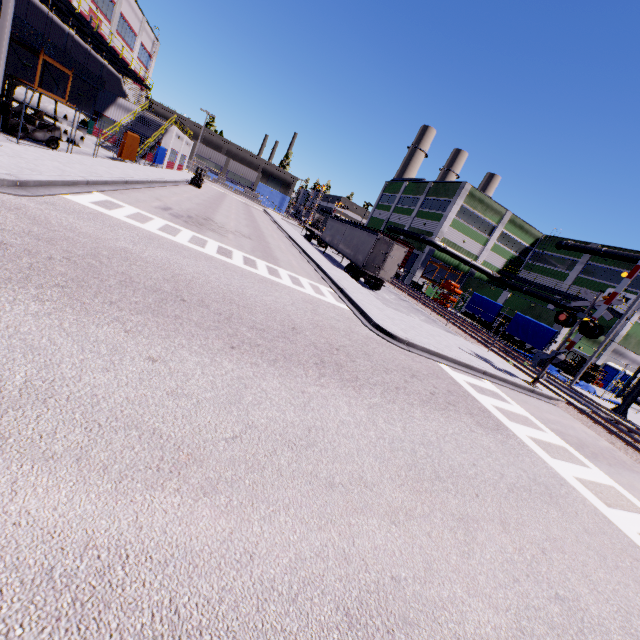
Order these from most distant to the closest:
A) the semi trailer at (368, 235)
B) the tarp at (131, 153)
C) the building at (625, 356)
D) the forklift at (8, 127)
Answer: the building at (625, 356)
the semi trailer at (368, 235)
the tarp at (131, 153)
the forklift at (8, 127)

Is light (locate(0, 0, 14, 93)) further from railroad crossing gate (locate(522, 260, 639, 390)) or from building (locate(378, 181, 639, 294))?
railroad crossing gate (locate(522, 260, 639, 390))

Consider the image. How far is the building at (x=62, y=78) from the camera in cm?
2670

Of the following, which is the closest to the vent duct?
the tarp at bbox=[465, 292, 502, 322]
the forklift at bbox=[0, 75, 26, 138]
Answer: the tarp at bbox=[465, 292, 502, 322]

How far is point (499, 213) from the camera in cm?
4403

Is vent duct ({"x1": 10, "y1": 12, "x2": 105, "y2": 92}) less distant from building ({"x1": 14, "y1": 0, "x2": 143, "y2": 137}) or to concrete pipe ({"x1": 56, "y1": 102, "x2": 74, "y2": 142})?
building ({"x1": 14, "y1": 0, "x2": 143, "y2": 137})

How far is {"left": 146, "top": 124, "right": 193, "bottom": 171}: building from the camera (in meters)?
37.62

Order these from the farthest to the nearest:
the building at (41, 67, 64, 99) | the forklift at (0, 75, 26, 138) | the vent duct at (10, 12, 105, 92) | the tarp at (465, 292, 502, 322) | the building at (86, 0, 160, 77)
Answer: the building at (86, 0, 160, 77)
the tarp at (465, 292, 502, 322)
the building at (41, 67, 64, 99)
the vent duct at (10, 12, 105, 92)
the forklift at (0, 75, 26, 138)
